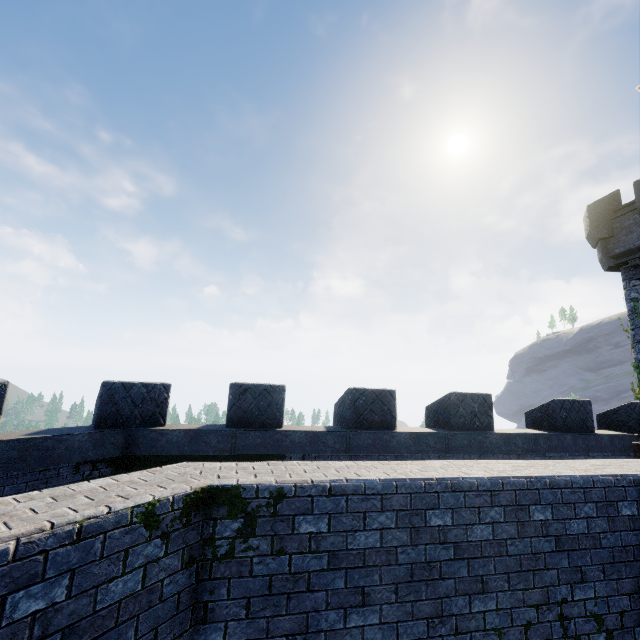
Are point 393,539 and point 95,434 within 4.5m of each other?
no
